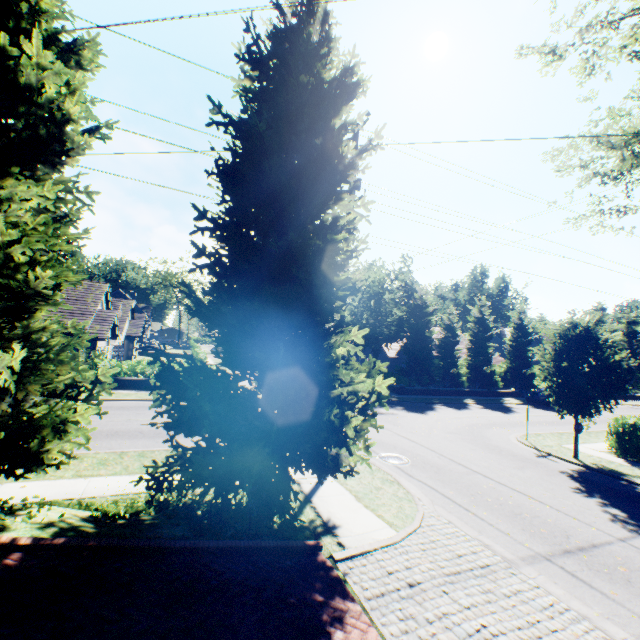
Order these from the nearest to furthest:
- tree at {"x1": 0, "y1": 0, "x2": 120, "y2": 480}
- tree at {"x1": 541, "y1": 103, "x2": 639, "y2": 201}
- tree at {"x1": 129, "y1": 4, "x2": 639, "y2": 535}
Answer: tree at {"x1": 0, "y1": 0, "x2": 120, "y2": 480}
tree at {"x1": 129, "y1": 4, "x2": 639, "y2": 535}
tree at {"x1": 541, "y1": 103, "x2": 639, "y2": 201}

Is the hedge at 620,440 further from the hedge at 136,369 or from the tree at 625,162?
the hedge at 136,369

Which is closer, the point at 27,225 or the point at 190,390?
the point at 190,390

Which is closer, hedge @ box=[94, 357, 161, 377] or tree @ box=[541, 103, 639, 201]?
tree @ box=[541, 103, 639, 201]

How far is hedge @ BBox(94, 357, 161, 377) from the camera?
21.1m

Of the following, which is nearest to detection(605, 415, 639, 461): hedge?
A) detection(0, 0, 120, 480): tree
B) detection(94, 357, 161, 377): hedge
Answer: detection(0, 0, 120, 480): tree
